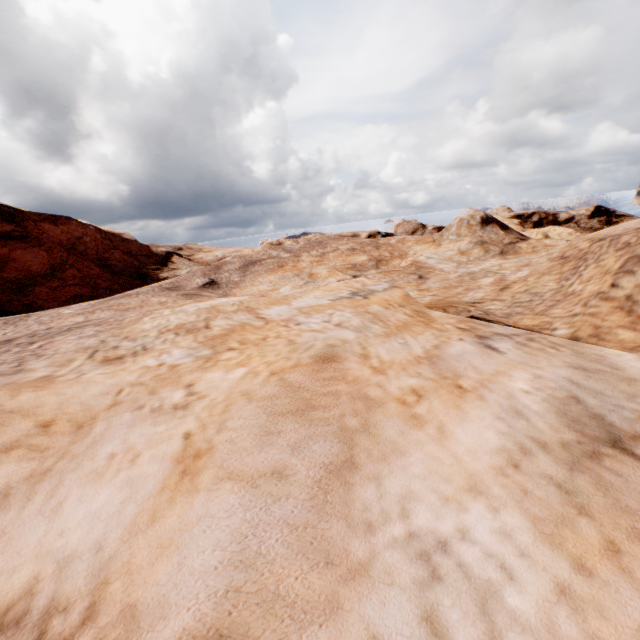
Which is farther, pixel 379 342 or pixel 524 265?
pixel 524 265
